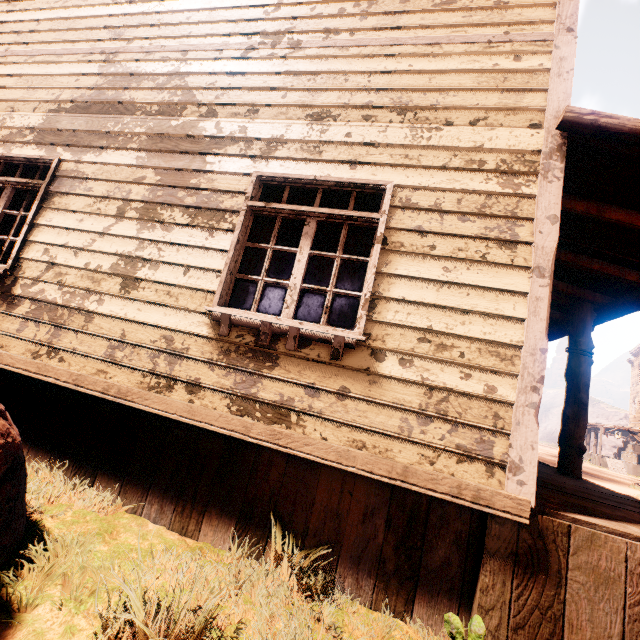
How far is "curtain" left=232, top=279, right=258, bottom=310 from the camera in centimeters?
313cm

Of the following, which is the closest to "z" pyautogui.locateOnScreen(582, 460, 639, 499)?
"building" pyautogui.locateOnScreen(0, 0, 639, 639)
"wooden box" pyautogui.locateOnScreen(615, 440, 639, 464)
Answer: "building" pyautogui.locateOnScreen(0, 0, 639, 639)

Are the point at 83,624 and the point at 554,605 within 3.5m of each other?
yes

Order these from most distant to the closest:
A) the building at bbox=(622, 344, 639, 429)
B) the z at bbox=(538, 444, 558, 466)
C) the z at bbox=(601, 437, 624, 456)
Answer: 1. the z at bbox=(601, 437, 624, 456)
2. the building at bbox=(622, 344, 639, 429)
3. the z at bbox=(538, 444, 558, 466)

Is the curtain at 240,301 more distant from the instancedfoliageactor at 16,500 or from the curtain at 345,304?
the instancedfoliageactor at 16,500

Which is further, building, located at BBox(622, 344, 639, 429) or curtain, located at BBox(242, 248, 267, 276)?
building, located at BBox(622, 344, 639, 429)

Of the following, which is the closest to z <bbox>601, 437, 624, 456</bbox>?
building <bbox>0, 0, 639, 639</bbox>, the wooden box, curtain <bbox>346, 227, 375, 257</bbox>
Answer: building <bbox>0, 0, 639, 639</bbox>

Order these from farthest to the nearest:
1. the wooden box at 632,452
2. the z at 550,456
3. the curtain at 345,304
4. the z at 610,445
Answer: the z at 610,445 → the wooden box at 632,452 → the z at 550,456 → the curtain at 345,304
